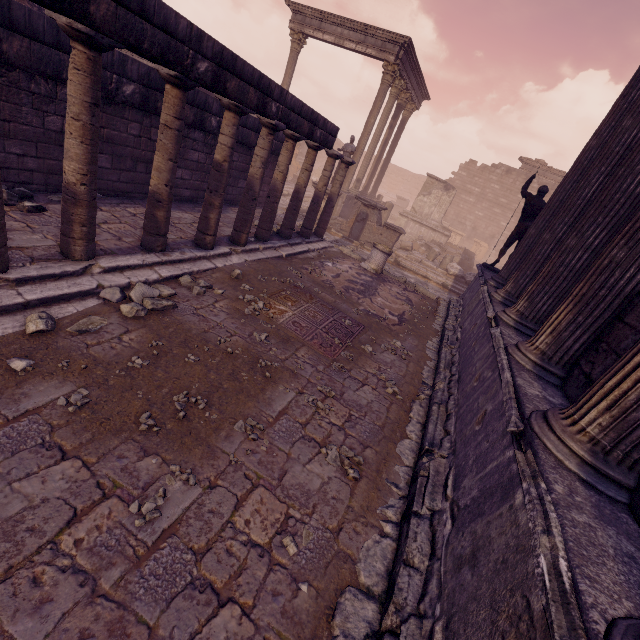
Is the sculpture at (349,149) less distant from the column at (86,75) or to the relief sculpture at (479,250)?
the column at (86,75)

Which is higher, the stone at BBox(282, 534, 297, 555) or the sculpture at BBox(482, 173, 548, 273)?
the sculpture at BBox(482, 173, 548, 273)

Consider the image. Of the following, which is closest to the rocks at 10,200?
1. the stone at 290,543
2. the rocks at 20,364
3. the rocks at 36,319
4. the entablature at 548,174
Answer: the rocks at 36,319

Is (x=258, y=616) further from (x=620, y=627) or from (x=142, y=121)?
(x=142, y=121)

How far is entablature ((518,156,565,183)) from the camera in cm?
2327

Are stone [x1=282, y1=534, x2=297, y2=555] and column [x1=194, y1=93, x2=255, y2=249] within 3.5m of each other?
no

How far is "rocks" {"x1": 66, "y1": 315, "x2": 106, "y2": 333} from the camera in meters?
3.5 m

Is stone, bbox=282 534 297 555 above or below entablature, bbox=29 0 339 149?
below
